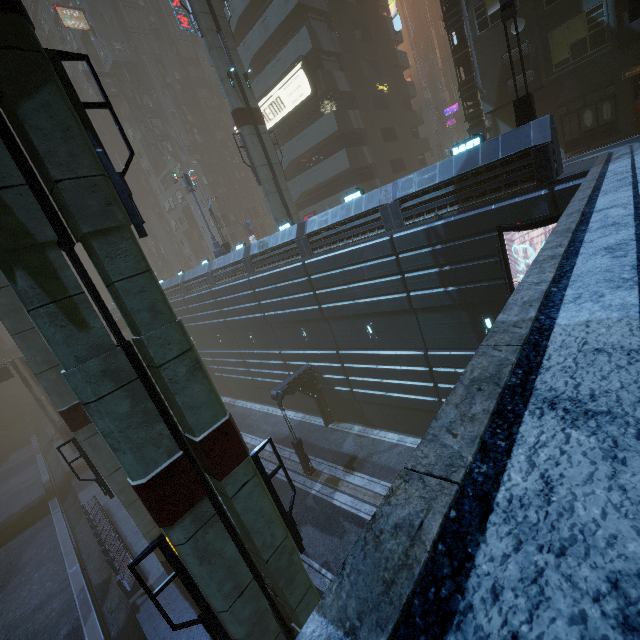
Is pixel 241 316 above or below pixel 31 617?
A: above

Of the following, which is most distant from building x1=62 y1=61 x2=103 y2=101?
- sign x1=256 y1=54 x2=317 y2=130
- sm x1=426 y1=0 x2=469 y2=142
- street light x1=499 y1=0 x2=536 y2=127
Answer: sm x1=426 y1=0 x2=469 y2=142

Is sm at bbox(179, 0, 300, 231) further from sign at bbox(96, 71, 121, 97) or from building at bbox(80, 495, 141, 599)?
sign at bbox(96, 71, 121, 97)

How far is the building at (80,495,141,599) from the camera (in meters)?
16.14

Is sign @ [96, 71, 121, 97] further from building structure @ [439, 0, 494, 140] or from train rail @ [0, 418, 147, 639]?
train rail @ [0, 418, 147, 639]

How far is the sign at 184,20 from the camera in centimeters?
2927cm

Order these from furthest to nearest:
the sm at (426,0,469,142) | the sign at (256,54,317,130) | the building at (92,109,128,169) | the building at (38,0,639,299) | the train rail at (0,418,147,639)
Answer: the building at (92,109,128,169) < the sm at (426,0,469,142) < the sign at (256,54,317,130) < the train rail at (0,418,147,639) < the building at (38,0,639,299)

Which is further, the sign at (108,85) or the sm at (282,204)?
the sign at (108,85)
